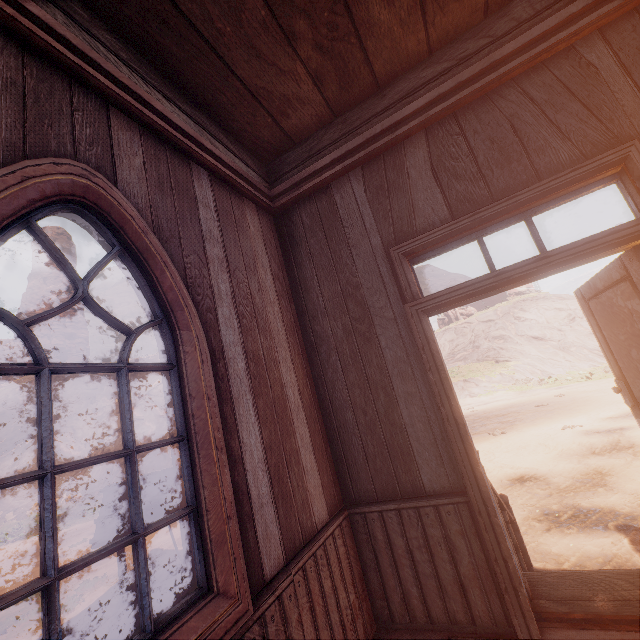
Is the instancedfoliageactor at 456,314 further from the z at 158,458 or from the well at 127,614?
the well at 127,614

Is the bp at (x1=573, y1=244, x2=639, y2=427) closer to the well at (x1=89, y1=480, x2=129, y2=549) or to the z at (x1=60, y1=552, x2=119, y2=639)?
the z at (x1=60, y1=552, x2=119, y2=639)

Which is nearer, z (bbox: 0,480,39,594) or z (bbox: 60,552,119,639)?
z (bbox: 60,552,119,639)

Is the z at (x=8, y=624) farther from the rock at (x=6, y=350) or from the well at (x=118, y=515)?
the rock at (x=6, y=350)

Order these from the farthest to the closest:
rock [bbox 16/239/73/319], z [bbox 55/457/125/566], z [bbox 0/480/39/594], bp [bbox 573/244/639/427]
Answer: rock [bbox 16/239/73/319] → z [bbox 55/457/125/566] → z [bbox 0/480/39/594] → bp [bbox 573/244/639/427]

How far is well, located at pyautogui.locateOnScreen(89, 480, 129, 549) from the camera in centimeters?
395cm

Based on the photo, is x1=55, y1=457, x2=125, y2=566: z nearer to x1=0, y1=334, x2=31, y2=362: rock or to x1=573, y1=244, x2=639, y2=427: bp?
x1=573, y1=244, x2=639, y2=427: bp

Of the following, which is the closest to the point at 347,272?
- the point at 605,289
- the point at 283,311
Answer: the point at 283,311
